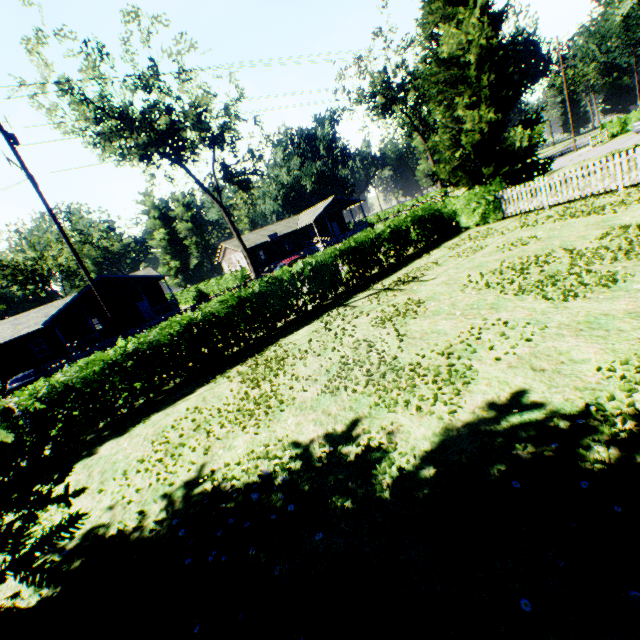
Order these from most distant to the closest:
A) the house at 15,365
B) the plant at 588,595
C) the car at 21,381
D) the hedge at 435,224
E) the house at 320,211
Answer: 1. the house at 320,211
2. the house at 15,365
3. the car at 21,381
4. the hedge at 435,224
5. the plant at 588,595

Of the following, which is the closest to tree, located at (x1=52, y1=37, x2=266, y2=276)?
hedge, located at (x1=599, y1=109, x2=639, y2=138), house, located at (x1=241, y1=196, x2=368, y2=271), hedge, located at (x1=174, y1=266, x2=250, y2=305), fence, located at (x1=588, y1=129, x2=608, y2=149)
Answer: hedge, located at (x1=174, y1=266, x2=250, y2=305)

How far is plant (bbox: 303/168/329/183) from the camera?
57.8 meters

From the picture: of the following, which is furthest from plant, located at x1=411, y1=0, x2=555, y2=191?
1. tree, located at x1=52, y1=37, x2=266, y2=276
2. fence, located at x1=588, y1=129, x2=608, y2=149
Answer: tree, located at x1=52, y1=37, x2=266, y2=276

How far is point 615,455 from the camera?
3.04m

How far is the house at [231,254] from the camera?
46.7 meters

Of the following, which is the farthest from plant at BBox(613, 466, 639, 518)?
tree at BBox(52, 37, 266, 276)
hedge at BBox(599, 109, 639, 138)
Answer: tree at BBox(52, 37, 266, 276)

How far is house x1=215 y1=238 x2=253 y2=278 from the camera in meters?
46.7
